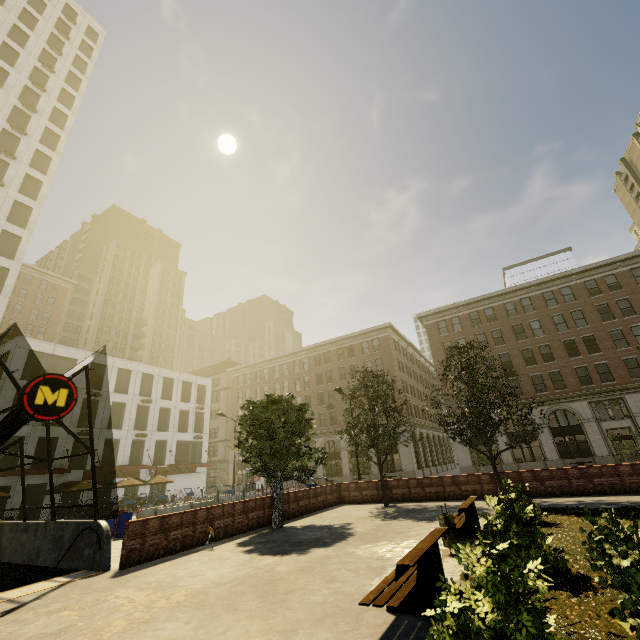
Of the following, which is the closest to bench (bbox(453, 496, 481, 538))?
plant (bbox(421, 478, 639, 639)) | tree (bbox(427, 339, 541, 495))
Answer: plant (bbox(421, 478, 639, 639))

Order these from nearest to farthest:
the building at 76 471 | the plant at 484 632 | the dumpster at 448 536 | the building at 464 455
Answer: the plant at 484 632 → the dumpster at 448 536 → the building at 76 471 → the building at 464 455

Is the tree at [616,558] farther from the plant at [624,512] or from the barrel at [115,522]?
the barrel at [115,522]

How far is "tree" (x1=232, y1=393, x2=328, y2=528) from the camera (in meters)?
14.42

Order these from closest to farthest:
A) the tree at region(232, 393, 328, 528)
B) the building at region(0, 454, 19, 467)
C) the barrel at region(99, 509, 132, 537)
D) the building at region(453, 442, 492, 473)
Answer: the tree at region(232, 393, 328, 528), the barrel at region(99, 509, 132, 537), the building at region(0, 454, 19, 467), the building at region(453, 442, 492, 473)

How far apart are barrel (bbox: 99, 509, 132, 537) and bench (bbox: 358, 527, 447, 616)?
15.1 meters

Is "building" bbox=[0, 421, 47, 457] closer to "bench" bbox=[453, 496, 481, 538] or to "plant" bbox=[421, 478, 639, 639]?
"bench" bbox=[453, 496, 481, 538]

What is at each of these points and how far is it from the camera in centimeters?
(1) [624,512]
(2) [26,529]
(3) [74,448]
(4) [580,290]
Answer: (1) plant, 1038cm
(2) underground building, 1232cm
(3) building, 3247cm
(4) building, 3534cm
